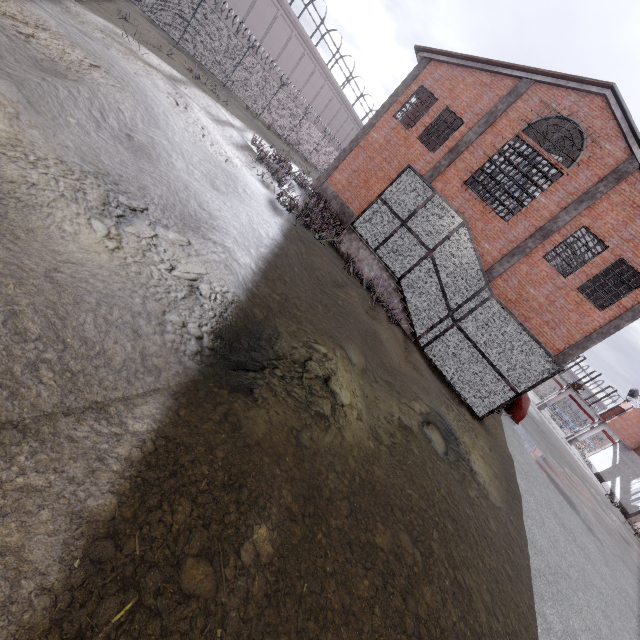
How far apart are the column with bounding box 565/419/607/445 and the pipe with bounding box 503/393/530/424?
25.2 meters

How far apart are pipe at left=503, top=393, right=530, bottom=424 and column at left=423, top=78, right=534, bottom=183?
10.9m

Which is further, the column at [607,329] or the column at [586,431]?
the column at [586,431]

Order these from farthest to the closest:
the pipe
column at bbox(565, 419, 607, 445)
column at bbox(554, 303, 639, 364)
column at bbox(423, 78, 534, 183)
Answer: column at bbox(565, 419, 607, 445) < the pipe < column at bbox(423, 78, 534, 183) < column at bbox(554, 303, 639, 364)

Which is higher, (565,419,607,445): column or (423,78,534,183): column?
(423,78,534,183): column

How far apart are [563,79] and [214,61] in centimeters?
2041cm

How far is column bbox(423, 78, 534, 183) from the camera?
15.23m

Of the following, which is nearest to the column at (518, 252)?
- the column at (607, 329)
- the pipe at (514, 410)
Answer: the column at (607, 329)
